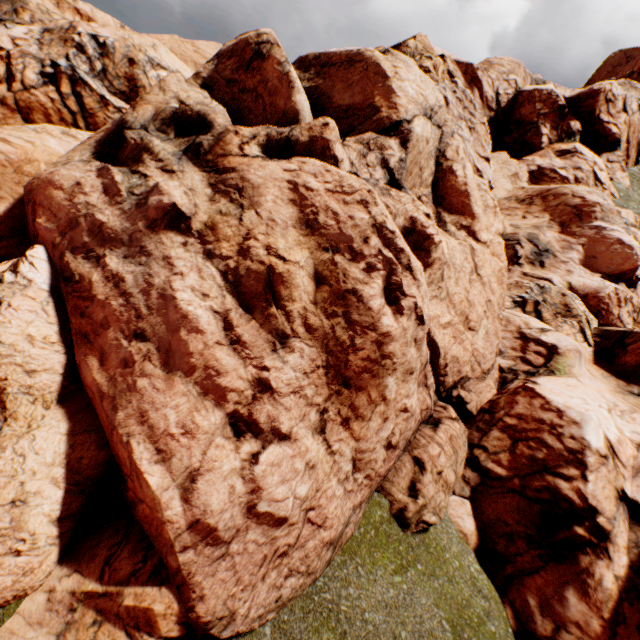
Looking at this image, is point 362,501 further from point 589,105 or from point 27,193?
point 589,105
